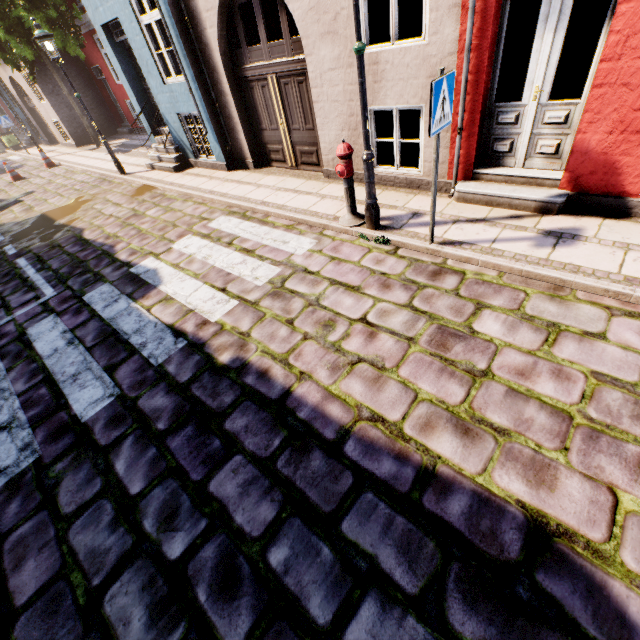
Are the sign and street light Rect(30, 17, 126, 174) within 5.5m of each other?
no

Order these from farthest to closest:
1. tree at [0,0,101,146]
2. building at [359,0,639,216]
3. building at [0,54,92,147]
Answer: building at [0,54,92,147] < tree at [0,0,101,146] < building at [359,0,639,216]

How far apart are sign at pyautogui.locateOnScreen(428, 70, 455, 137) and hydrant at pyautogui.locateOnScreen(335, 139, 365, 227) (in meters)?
1.46

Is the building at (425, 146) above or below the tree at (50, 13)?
below

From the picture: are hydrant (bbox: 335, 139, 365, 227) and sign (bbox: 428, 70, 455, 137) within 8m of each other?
yes

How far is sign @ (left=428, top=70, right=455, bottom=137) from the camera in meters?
3.2 m

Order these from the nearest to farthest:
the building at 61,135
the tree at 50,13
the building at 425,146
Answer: the building at 425,146 < the tree at 50,13 < the building at 61,135

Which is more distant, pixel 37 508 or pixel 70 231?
pixel 70 231
